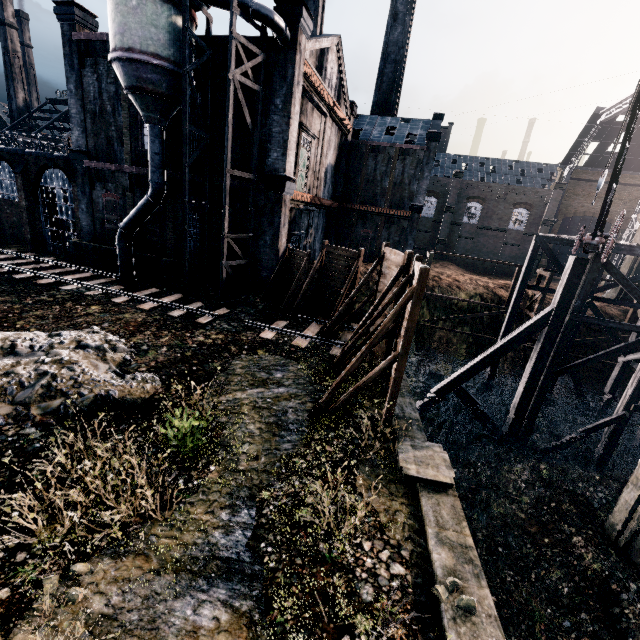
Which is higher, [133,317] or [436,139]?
[436,139]

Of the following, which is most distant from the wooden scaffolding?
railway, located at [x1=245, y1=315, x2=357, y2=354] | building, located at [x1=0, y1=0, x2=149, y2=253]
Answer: building, located at [x1=0, y1=0, x2=149, y2=253]

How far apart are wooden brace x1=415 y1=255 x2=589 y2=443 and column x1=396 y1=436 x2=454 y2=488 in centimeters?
981cm

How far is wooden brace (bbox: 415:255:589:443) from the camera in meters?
16.3

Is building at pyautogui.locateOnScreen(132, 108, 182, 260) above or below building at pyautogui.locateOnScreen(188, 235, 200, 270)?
below

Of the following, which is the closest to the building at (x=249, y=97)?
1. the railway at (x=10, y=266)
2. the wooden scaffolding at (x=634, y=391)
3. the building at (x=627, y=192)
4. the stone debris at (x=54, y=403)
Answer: the stone debris at (x=54, y=403)

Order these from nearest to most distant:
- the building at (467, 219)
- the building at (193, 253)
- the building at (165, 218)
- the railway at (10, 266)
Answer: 1. the railway at (10, 266)
2. the building at (467, 219)
3. the building at (165, 218)
4. the building at (193, 253)

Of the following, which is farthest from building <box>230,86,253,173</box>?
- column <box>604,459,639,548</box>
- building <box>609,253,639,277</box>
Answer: building <box>609,253,639,277</box>
